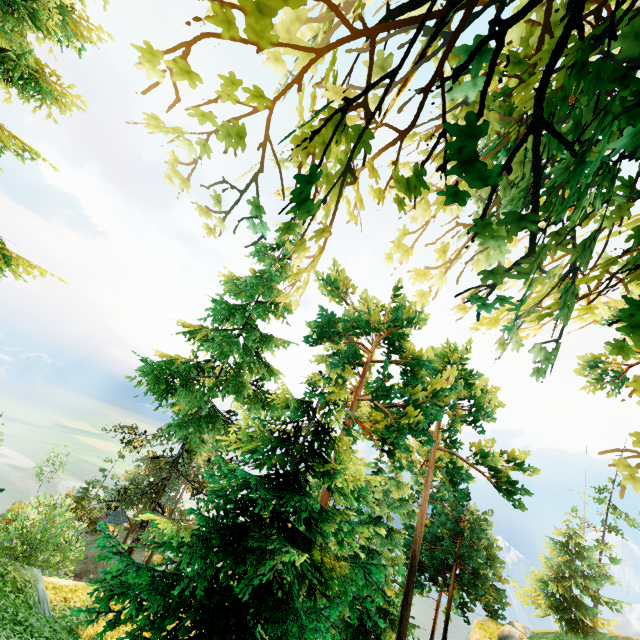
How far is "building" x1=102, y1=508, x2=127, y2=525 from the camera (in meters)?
56.41

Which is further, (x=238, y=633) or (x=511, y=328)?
(x=238, y=633)

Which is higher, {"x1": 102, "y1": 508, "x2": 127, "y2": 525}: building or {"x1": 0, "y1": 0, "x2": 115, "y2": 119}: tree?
{"x1": 0, "y1": 0, "x2": 115, "y2": 119}: tree

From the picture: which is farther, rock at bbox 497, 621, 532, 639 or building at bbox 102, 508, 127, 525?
building at bbox 102, 508, 127, 525

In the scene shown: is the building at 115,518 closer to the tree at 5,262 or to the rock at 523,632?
the tree at 5,262

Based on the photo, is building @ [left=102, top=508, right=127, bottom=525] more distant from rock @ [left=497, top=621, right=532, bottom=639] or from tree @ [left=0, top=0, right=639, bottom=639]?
rock @ [left=497, top=621, right=532, bottom=639]

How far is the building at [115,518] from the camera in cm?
5641

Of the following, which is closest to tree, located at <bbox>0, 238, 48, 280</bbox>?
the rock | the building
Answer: the building
